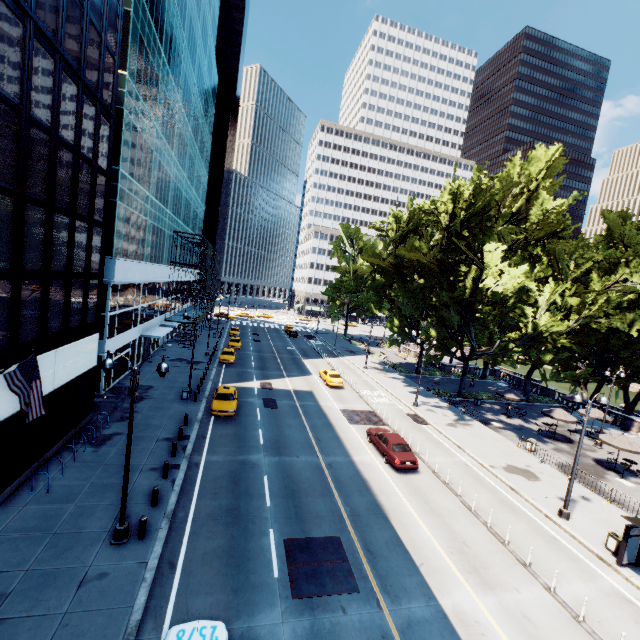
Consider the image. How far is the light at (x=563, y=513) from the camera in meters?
17.5

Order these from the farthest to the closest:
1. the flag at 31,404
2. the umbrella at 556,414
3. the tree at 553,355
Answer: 1. the umbrella at 556,414
2. the tree at 553,355
3. the flag at 31,404

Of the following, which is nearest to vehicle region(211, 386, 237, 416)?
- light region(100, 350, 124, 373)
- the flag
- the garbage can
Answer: light region(100, 350, 124, 373)

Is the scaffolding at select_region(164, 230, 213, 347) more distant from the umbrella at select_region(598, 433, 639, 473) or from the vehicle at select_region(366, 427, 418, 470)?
the umbrella at select_region(598, 433, 639, 473)

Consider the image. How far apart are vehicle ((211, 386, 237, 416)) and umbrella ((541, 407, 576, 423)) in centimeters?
2835cm

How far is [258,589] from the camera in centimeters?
1158cm

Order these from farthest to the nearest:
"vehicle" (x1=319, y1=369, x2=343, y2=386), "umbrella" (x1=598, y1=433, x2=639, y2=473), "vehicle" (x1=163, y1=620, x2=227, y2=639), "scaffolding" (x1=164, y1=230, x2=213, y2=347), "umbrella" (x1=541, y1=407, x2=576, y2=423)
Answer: "scaffolding" (x1=164, y1=230, x2=213, y2=347) → "vehicle" (x1=319, y1=369, x2=343, y2=386) → "umbrella" (x1=541, y1=407, x2=576, y2=423) → "umbrella" (x1=598, y1=433, x2=639, y2=473) → "vehicle" (x1=163, y1=620, x2=227, y2=639)

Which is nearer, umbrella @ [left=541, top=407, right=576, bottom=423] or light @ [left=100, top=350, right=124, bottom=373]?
light @ [left=100, top=350, right=124, bottom=373]
